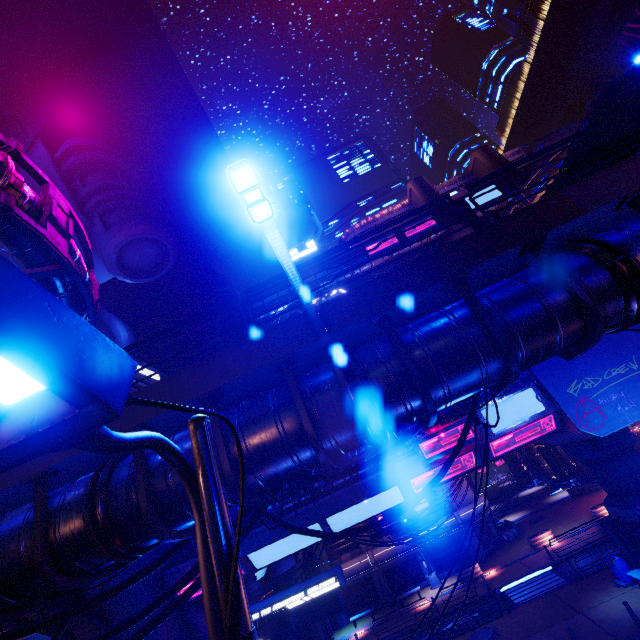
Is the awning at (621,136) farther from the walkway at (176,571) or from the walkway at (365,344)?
the walkway at (176,571)

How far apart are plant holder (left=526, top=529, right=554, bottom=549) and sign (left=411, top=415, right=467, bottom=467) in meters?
19.5

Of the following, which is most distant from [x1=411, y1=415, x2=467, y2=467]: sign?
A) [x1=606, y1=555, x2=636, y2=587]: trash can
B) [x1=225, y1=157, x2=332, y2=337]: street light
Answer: [x1=225, y1=157, x2=332, y2=337]: street light

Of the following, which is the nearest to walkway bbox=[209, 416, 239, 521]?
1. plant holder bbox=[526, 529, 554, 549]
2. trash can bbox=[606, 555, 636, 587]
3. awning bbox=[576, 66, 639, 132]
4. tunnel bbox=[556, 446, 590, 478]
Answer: awning bbox=[576, 66, 639, 132]

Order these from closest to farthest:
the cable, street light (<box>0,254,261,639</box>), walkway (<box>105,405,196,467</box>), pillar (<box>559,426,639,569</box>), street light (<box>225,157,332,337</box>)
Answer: street light (<box>0,254,261,639</box>)
street light (<box>225,157,332,337</box>)
walkway (<box>105,405,196,467</box>)
the cable
pillar (<box>559,426,639,569</box>)

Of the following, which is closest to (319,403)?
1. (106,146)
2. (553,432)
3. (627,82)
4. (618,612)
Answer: (627,82)

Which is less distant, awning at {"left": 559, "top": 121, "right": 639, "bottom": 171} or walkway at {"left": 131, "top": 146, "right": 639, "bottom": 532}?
walkway at {"left": 131, "top": 146, "right": 639, "bottom": 532}

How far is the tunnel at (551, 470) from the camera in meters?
46.8
